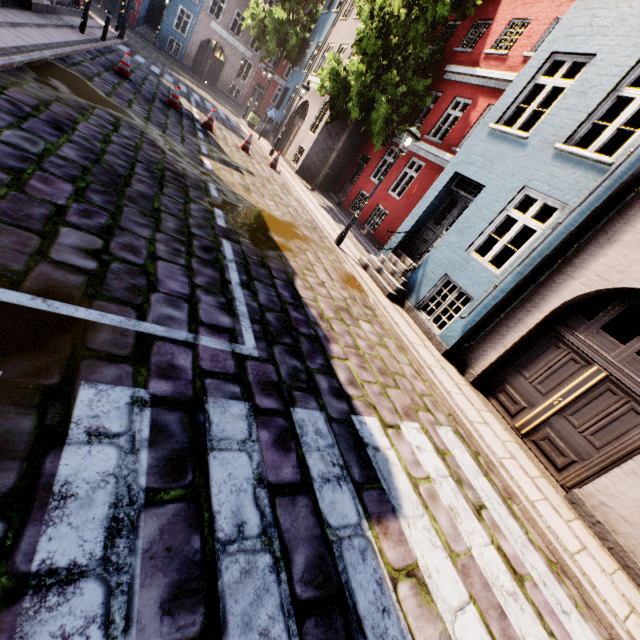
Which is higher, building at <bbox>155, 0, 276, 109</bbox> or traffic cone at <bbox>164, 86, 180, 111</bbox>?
building at <bbox>155, 0, 276, 109</bbox>

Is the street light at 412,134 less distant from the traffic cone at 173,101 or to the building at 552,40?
the building at 552,40

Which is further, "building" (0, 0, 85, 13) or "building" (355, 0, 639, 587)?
"building" (0, 0, 85, 13)

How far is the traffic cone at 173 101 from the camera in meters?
11.7

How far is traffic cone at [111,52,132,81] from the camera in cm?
1081

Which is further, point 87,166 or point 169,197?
point 169,197

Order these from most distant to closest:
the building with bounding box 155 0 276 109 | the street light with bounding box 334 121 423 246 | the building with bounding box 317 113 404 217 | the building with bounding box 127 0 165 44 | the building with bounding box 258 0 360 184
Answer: the building with bounding box 155 0 276 109 → the building with bounding box 127 0 165 44 → the building with bounding box 258 0 360 184 → the building with bounding box 317 113 404 217 → the street light with bounding box 334 121 423 246

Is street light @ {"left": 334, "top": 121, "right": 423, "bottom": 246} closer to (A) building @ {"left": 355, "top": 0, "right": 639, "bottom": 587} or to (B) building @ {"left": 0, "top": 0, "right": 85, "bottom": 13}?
(A) building @ {"left": 355, "top": 0, "right": 639, "bottom": 587}
